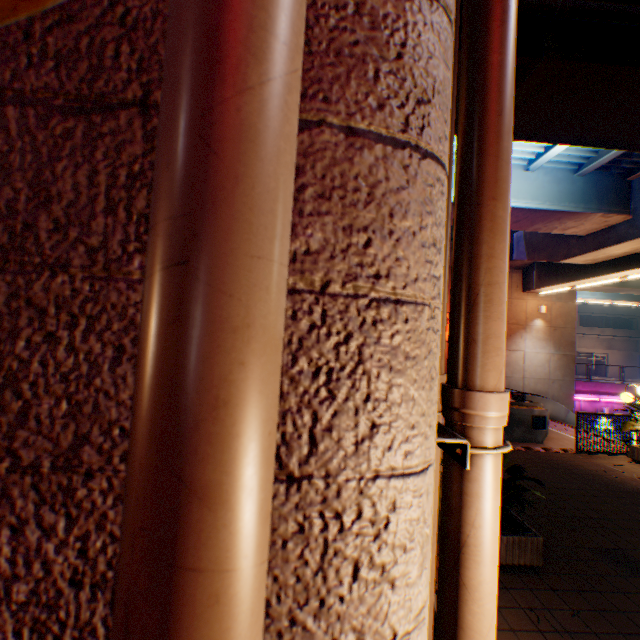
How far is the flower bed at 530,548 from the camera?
4.23m

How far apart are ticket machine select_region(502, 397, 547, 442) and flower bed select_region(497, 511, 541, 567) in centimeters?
538cm

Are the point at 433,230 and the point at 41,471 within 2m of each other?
yes

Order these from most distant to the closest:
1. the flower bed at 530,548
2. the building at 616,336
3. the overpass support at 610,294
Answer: the building at 616,336, the overpass support at 610,294, the flower bed at 530,548

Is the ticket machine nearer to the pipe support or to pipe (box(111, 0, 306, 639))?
the pipe support

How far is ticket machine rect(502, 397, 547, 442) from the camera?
10.2 meters

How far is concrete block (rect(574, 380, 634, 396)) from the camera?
22.7m

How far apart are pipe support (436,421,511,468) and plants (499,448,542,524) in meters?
3.4 m
